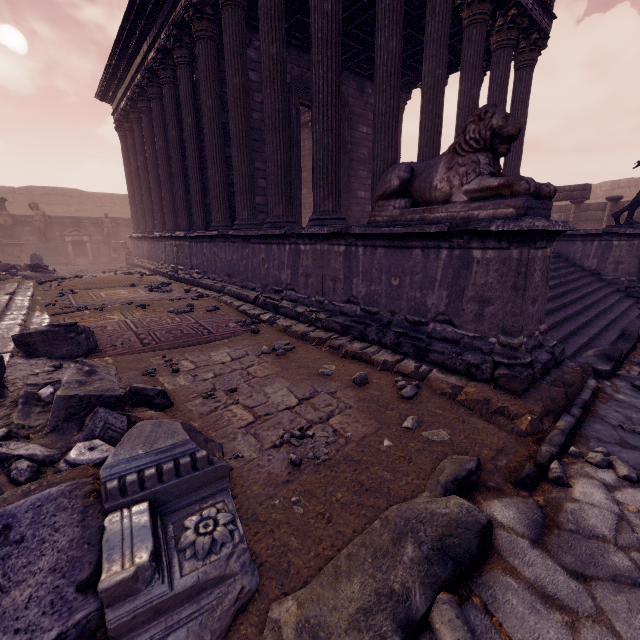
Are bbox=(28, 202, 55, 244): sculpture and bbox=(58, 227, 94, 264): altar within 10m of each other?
yes

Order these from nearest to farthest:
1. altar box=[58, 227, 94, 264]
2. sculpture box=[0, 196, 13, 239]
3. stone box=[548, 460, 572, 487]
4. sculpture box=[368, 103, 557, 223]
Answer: stone box=[548, 460, 572, 487]
sculpture box=[368, 103, 557, 223]
sculpture box=[0, 196, 13, 239]
altar box=[58, 227, 94, 264]

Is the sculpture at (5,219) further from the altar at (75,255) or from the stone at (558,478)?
the stone at (558,478)

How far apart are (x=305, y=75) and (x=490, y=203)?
9.0m

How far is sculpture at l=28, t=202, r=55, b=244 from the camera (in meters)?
16.98

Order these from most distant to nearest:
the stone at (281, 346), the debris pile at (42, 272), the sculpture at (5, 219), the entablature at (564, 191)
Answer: the sculpture at (5, 219) → the entablature at (564, 191) → the debris pile at (42, 272) → the stone at (281, 346)

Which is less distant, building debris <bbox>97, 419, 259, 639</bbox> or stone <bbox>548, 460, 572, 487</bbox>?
building debris <bbox>97, 419, 259, 639</bbox>

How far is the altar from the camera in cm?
1806
